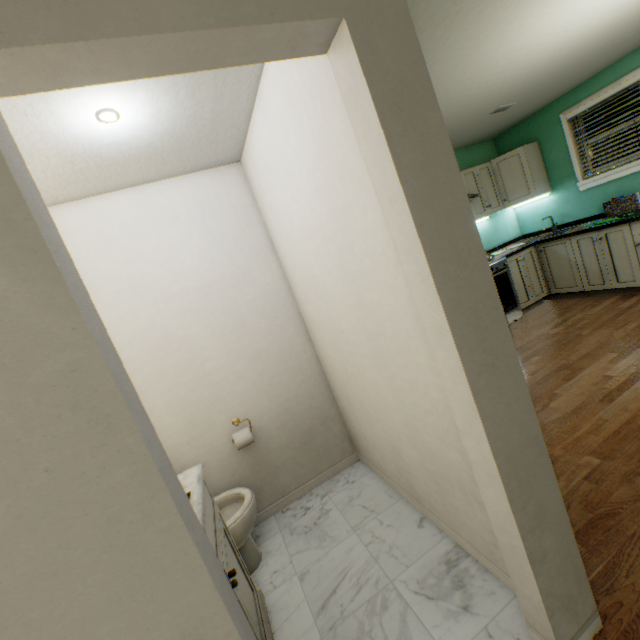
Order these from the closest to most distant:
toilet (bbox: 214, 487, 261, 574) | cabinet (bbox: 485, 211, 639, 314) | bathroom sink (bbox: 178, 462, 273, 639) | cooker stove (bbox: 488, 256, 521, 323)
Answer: bathroom sink (bbox: 178, 462, 273, 639)
toilet (bbox: 214, 487, 261, 574)
cabinet (bbox: 485, 211, 639, 314)
cooker stove (bbox: 488, 256, 521, 323)

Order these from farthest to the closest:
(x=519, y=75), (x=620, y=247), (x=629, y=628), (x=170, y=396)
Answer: (x=620, y=247) < (x=519, y=75) < (x=170, y=396) < (x=629, y=628)

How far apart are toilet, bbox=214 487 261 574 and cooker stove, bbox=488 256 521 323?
3.5m

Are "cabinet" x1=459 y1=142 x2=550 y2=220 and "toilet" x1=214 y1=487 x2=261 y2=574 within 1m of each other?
no

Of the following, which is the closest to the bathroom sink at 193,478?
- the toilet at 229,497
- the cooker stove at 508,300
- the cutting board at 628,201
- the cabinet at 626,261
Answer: the toilet at 229,497

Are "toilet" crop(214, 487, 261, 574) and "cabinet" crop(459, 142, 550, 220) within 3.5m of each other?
no

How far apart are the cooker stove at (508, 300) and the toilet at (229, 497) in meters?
3.5 m

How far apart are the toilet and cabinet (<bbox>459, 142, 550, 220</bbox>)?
4.3 meters
